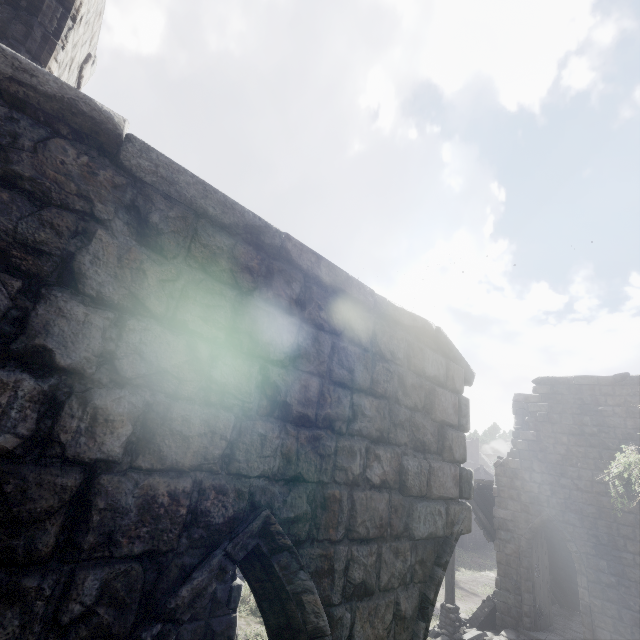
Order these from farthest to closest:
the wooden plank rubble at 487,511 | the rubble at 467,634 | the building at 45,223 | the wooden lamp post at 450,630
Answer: the wooden plank rubble at 487,511 < the wooden lamp post at 450,630 < the rubble at 467,634 < the building at 45,223

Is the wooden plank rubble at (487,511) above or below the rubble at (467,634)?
above

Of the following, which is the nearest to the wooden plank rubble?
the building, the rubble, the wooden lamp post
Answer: the building

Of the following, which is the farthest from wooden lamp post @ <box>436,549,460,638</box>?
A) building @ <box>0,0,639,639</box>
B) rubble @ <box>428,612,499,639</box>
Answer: building @ <box>0,0,639,639</box>

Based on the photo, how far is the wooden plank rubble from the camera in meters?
14.2 m

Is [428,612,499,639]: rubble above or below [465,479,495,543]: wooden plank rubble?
below

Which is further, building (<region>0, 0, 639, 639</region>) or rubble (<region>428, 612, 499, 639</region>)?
rubble (<region>428, 612, 499, 639</region>)

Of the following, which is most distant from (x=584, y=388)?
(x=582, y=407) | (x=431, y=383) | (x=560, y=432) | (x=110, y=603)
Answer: (x=110, y=603)
